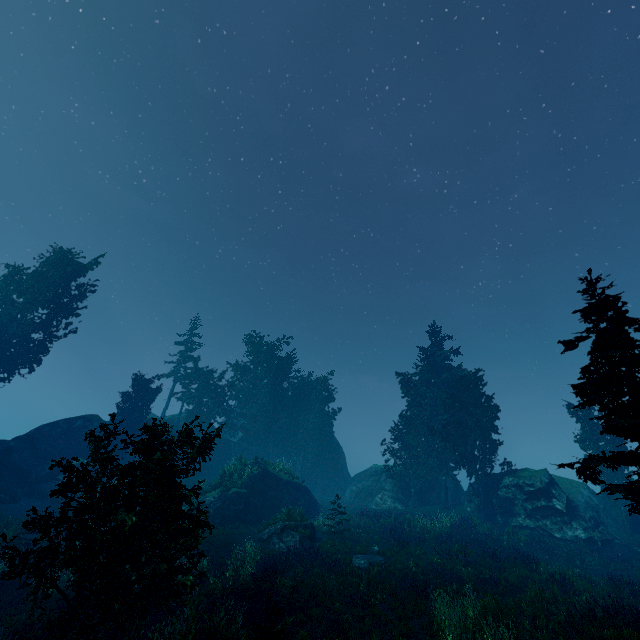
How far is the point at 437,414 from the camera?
35.91m

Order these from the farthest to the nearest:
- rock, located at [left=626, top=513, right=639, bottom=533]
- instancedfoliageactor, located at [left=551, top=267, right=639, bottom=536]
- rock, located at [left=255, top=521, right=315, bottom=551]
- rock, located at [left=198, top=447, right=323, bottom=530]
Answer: rock, located at [left=626, top=513, right=639, bottom=533] < rock, located at [left=198, top=447, right=323, bottom=530] < rock, located at [left=255, top=521, right=315, bottom=551] < instancedfoliageactor, located at [left=551, top=267, right=639, bottom=536]

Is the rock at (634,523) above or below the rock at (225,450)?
below

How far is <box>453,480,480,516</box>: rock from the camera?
30.19m

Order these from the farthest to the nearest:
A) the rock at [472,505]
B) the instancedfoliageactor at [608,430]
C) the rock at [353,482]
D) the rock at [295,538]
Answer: the rock at [353,482] → the rock at [472,505] → the rock at [295,538] → the instancedfoliageactor at [608,430]

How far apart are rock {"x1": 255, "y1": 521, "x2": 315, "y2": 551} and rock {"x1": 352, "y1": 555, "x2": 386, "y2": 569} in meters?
3.5

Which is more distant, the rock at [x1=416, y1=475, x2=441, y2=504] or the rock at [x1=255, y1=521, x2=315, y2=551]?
the rock at [x1=416, y1=475, x2=441, y2=504]

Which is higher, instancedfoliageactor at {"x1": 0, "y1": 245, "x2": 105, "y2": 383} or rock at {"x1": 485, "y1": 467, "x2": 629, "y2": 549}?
instancedfoliageactor at {"x1": 0, "y1": 245, "x2": 105, "y2": 383}
